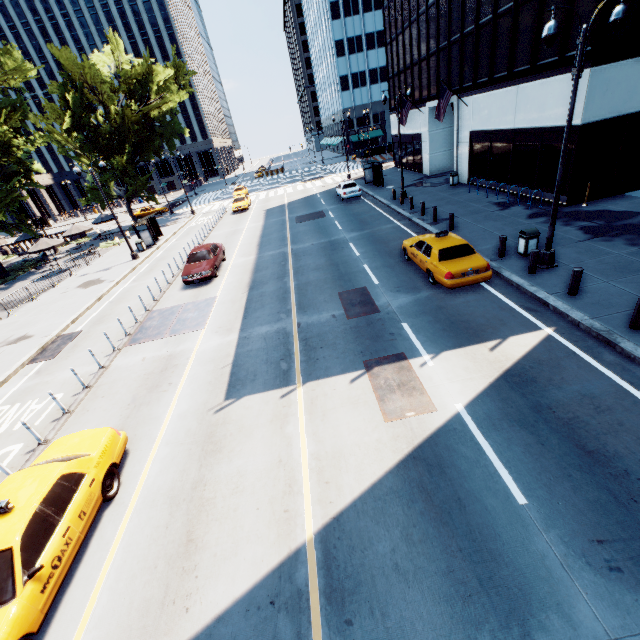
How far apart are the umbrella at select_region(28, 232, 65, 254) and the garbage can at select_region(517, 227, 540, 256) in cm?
3321

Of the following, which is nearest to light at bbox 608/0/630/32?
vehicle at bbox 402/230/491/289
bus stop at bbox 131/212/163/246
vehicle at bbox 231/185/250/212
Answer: vehicle at bbox 402/230/491/289

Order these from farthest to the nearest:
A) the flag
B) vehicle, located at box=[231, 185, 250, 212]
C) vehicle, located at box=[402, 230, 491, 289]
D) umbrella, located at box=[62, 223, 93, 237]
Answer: vehicle, located at box=[231, 185, 250, 212]
umbrella, located at box=[62, 223, 93, 237]
the flag
vehicle, located at box=[402, 230, 491, 289]

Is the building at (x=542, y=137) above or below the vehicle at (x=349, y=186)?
above

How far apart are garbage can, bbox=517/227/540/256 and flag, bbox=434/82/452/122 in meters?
15.5 m

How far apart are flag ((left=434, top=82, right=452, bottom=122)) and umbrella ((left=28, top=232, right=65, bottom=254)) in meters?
Result: 31.8

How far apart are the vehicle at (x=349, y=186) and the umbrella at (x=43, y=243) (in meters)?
24.63

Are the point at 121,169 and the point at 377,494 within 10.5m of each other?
no
